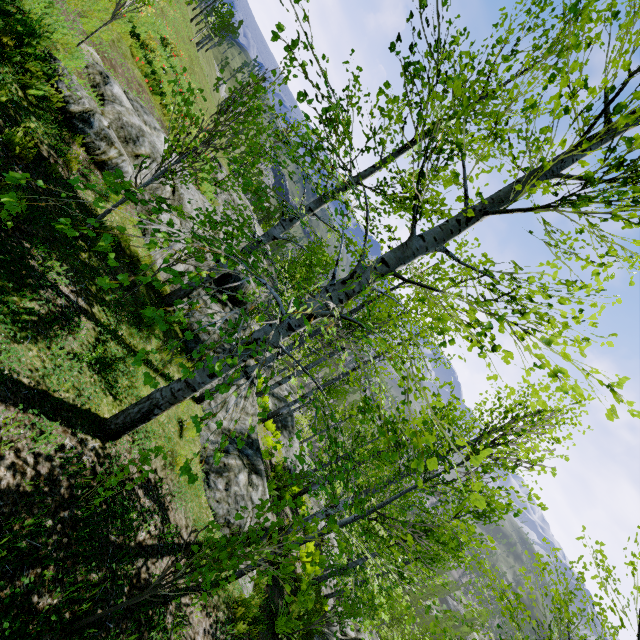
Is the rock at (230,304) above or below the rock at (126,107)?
below

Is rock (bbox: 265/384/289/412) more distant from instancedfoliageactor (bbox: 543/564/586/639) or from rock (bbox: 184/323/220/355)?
instancedfoliageactor (bbox: 543/564/586/639)

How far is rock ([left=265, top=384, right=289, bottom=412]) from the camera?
22.55m

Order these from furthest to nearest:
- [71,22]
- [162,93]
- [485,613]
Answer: [485,613], [162,93], [71,22]

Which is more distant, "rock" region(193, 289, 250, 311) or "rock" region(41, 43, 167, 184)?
"rock" region(193, 289, 250, 311)

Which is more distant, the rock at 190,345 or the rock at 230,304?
the rock at 230,304

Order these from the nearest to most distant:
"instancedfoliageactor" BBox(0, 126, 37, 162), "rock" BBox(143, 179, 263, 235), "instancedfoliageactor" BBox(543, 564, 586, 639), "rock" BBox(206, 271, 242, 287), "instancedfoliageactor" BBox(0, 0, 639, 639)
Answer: "instancedfoliageactor" BBox(0, 0, 639, 639) < "instancedfoliageactor" BBox(0, 126, 37, 162) < "instancedfoliageactor" BBox(543, 564, 586, 639) < "rock" BBox(143, 179, 263, 235) < "rock" BBox(206, 271, 242, 287)

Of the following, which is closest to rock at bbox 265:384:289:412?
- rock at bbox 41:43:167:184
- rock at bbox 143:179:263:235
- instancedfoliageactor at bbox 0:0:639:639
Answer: rock at bbox 143:179:263:235
